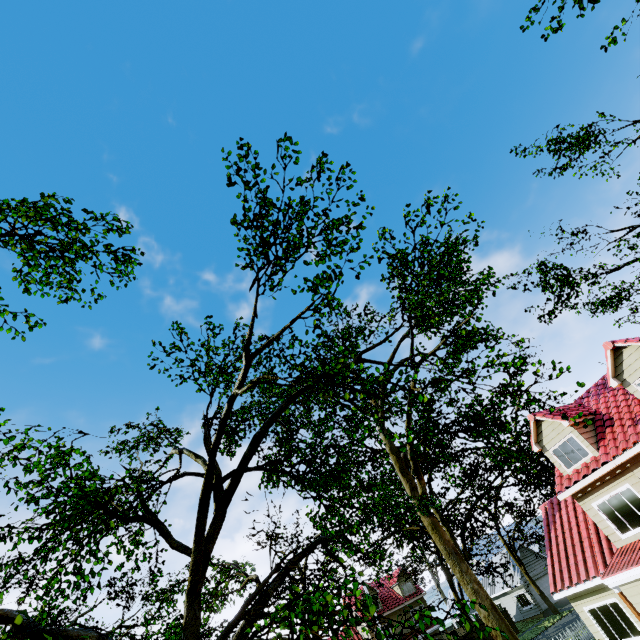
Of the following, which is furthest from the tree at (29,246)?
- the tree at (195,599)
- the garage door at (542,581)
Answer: the garage door at (542,581)

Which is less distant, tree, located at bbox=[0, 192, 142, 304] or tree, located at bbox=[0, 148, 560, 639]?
tree, located at bbox=[0, 148, 560, 639]

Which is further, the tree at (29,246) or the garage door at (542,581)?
the garage door at (542,581)

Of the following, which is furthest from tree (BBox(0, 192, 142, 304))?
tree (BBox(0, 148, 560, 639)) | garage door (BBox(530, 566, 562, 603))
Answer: garage door (BBox(530, 566, 562, 603))

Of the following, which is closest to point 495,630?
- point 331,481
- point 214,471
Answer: point 331,481

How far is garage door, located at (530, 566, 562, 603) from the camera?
37.34m

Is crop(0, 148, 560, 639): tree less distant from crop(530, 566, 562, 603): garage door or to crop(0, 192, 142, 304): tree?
crop(0, 192, 142, 304): tree
